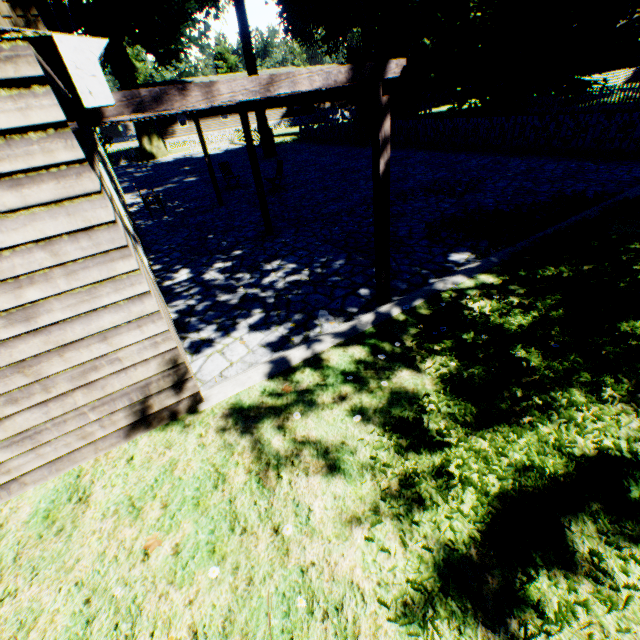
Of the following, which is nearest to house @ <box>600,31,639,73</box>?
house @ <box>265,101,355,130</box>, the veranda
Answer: house @ <box>265,101,355,130</box>

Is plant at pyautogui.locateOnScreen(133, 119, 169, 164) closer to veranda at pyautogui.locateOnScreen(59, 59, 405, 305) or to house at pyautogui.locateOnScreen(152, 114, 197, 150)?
house at pyautogui.locateOnScreen(152, 114, 197, 150)

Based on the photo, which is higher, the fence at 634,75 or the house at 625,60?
the house at 625,60

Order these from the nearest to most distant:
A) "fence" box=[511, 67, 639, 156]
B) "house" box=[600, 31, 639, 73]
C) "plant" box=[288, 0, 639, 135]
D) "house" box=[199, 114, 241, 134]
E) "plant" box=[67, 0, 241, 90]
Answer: "fence" box=[511, 67, 639, 156] < "plant" box=[288, 0, 639, 135] < "plant" box=[67, 0, 241, 90] < "house" box=[600, 31, 639, 73] < "house" box=[199, 114, 241, 134]

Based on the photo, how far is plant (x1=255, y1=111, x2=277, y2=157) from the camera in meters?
20.6

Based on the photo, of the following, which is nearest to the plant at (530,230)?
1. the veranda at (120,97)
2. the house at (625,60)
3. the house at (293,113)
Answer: the house at (625,60)

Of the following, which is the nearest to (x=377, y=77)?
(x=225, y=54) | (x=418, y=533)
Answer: (x=418, y=533)

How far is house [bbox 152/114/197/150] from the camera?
36.3 meters
